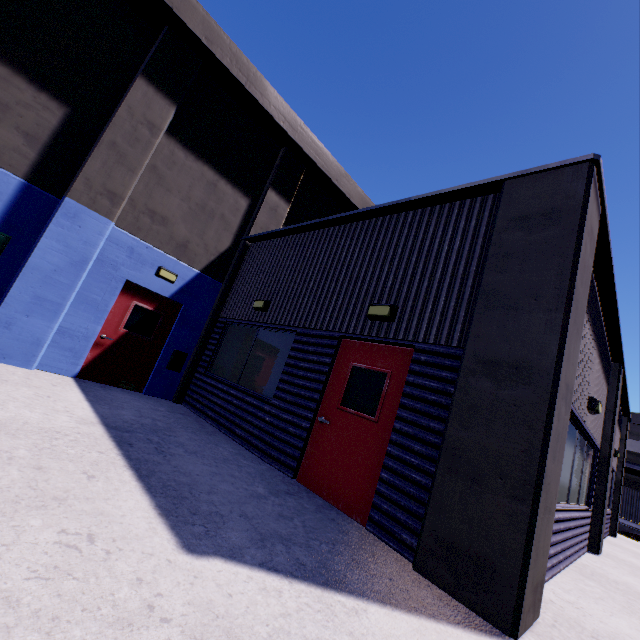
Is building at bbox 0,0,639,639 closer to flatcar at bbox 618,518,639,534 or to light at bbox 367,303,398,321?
light at bbox 367,303,398,321

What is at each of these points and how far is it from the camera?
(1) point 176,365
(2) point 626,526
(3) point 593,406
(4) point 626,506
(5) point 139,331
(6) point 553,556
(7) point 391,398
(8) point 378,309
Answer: (1) electrical box, 8.5 meters
(2) flatcar, 24.2 meters
(3) light, 6.2 meters
(4) cargo container, 24.7 meters
(5) door, 8.1 meters
(6) building, 4.8 meters
(7) door, 4.7 meters
(8) light, 5.1 meters

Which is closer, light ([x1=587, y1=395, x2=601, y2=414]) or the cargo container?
light ([x1=587, y1=395, x2=601, y2=414])

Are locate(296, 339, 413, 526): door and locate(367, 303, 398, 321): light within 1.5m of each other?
yes

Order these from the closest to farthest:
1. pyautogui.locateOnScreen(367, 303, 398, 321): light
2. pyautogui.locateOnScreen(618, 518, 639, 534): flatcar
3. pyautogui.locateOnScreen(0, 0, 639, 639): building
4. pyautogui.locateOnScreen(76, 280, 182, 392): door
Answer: pyautogui.locateOnScreen(0, 0, 639, 639): building
pyautogui.locateOnScreen(367, 303, 398, 321): light
pyautogui.locateOnScreen(76, 280, 182, 392): door
pyautogui.locateOnScreen(618, 518, 639, 534): flatcar

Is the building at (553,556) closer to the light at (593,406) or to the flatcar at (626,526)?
the light at (593,406)

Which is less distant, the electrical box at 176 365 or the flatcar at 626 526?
the electrical box at 176 365

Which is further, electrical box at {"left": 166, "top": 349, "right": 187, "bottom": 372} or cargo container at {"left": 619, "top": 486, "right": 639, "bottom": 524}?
cargo container at {"left": 619, "top": 486, "right": 639, "bottom": 524}
